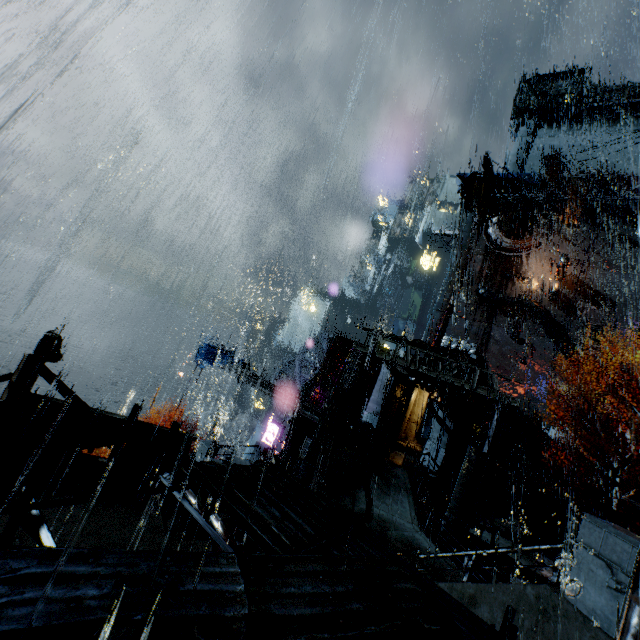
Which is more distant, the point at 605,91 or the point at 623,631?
the point at 605,91

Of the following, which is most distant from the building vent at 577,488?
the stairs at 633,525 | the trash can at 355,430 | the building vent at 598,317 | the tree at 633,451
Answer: the trash can at 355,430

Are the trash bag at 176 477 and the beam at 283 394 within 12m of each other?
yes

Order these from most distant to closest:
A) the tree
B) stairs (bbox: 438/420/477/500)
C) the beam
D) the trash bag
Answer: stairs (bbox: 438/420/477/500)
the beam
the tree
the trash bag

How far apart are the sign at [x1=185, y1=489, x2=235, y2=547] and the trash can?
13.5 meters

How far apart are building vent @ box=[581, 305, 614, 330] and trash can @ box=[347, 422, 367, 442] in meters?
31.7 m

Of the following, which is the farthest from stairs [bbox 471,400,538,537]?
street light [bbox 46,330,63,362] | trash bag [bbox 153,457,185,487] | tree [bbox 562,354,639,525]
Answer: street light [bbox 46,330,63,362]

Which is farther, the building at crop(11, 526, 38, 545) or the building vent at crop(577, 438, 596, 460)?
the building vent at crop(577, 438, 596, 460)
